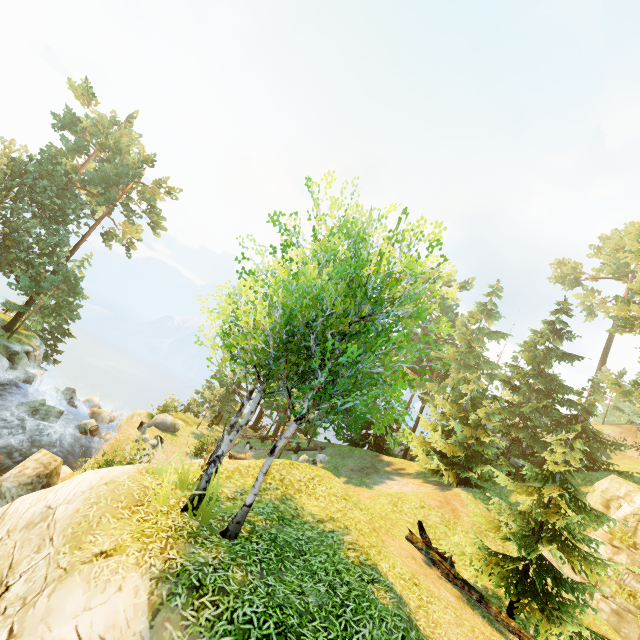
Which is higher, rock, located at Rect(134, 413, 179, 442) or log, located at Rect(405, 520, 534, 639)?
log, located at Rect(405, 520, 534, 639)

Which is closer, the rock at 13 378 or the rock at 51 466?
the rock at 51 466

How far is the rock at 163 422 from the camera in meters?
21.5 m

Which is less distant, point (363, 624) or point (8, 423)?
point (363, 624)

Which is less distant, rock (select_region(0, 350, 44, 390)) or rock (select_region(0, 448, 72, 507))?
rock (select_region(0, 448, 72, 507))

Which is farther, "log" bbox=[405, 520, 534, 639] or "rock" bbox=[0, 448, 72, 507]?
"rock" bbox=[0, 448, 72, 507]

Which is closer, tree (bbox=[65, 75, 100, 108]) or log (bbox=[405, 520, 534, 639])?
log (bbox=[405, 520, 534, 639])

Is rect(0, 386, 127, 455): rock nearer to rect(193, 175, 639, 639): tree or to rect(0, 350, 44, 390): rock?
rect(0, 350, 44, 390): rock
